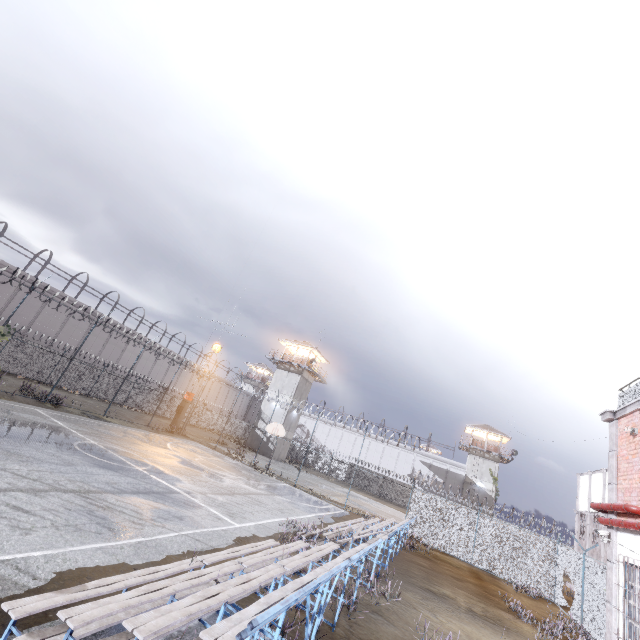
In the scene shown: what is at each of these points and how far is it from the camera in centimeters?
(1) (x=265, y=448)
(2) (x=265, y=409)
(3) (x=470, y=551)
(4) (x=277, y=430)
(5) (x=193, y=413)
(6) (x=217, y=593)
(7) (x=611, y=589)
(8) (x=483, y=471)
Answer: (1) building, 3950cm
(2) building, 4194cm
(3) fence, 1883cm
(4) basketball hoop, 2469cm
(5) fence, 4312cm
(6) bleachers, 404cm
(7) trim, 882cm
(8) building, 4678cm

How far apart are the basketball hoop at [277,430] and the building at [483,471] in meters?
35.4

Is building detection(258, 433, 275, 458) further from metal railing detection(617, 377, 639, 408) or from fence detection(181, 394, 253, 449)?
metal railing detection(617, 377, 639, 408)

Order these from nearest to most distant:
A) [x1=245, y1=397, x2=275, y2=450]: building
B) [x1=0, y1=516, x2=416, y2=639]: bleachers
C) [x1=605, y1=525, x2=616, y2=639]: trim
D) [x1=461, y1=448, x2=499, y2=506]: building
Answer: [x1=0, y1=516, x2=416, y2=639]: bleachers → [x1=605, y1=525, x2=616, y2=639]: trim → [x1=245, y1=397, x2=275, y2=450]: building → [x1=461, y1=448, x2=499, y2=506]: building

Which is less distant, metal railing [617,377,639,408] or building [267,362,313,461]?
metal railing [617,377,639,408]

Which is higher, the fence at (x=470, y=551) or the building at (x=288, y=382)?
the building at (x=288, y=382)

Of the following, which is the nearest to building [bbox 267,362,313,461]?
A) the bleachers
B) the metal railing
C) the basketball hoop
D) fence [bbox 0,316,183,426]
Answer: fence [bbox 0,316,183,426]

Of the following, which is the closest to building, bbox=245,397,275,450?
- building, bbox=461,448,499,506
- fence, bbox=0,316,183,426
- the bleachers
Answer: fence, bbox=0,316,183,426
